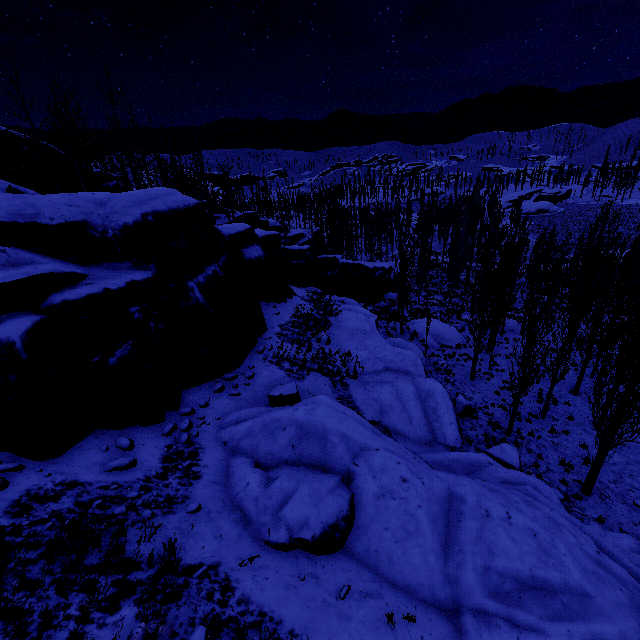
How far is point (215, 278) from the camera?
14.7 meters

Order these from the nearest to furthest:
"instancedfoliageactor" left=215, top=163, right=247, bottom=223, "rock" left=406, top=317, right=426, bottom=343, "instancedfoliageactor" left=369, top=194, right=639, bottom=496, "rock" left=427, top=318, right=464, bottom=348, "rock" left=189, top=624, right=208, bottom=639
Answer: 1. "rock" left=189, top=624, right=208, bottom=639
2. "instancedfoliageactor" left=369, top=194, right=639, bottom=496
3. "rock" left=427, top=318, right=464, bottom=348
4. "rock" left=406, top=317, right=426, bottom=343
5. "instancedfoliageactor" left=215, top=163, right=247, bottom=223

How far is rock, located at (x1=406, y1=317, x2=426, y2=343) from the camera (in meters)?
28.96

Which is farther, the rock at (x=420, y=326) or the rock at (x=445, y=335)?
the rock at (x=420, y=326)

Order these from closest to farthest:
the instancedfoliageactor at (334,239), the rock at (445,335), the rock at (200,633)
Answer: the rock at (200,633), the rock at (445,335), the instancedfoliageactor at (334,239)

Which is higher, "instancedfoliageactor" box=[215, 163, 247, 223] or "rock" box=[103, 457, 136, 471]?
"instancedfoliageactor" box=[215, 163, 247, 223]
